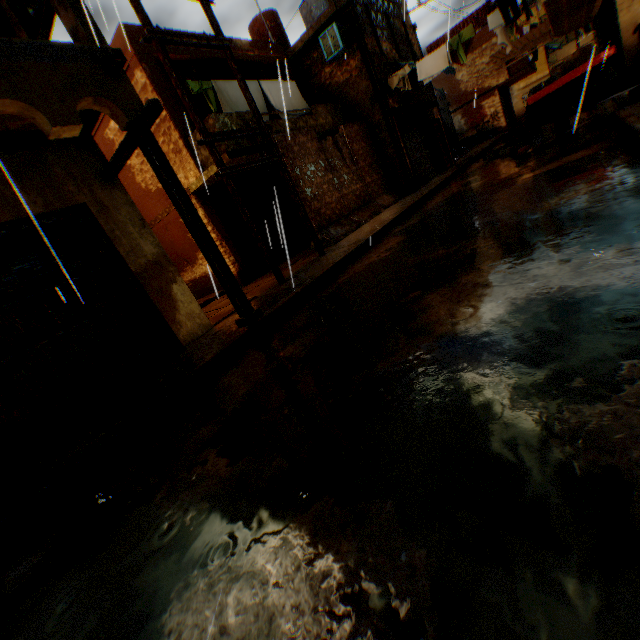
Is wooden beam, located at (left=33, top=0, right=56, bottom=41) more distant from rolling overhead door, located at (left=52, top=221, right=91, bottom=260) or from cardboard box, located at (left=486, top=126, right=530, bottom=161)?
cardboard box, located at (left=486, top=126, right=530, bottom=161)

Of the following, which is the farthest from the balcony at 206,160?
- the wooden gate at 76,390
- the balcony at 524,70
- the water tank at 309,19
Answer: the water tank at 309,19

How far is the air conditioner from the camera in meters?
11.5

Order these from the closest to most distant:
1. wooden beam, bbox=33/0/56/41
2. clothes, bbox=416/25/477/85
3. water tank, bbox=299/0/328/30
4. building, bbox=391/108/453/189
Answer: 1. wooden beam, bbox=33/0/56/41
2. clothes, bbox=416/25/477/85
3. building, bbox=391/108/453/189
4. water tank, bbox=299/0/328/30

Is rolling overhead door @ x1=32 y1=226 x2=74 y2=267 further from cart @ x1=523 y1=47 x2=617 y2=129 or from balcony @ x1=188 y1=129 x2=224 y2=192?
cart @ x1=523 y1=47 x2=617 y2=129

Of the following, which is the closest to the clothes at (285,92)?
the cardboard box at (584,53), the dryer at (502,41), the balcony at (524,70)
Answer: the dryer at (502,41)

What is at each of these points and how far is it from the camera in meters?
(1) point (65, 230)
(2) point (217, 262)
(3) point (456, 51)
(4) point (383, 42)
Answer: (1) rolling overhead door, 5.1 m
(2) wooden beam, 5.0 m
(3) clothes, 11.1 m
(4) building, 13.3 m

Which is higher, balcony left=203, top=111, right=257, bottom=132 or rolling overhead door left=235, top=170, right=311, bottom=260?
balcony left=203, top=111, right=257, bottom=132
